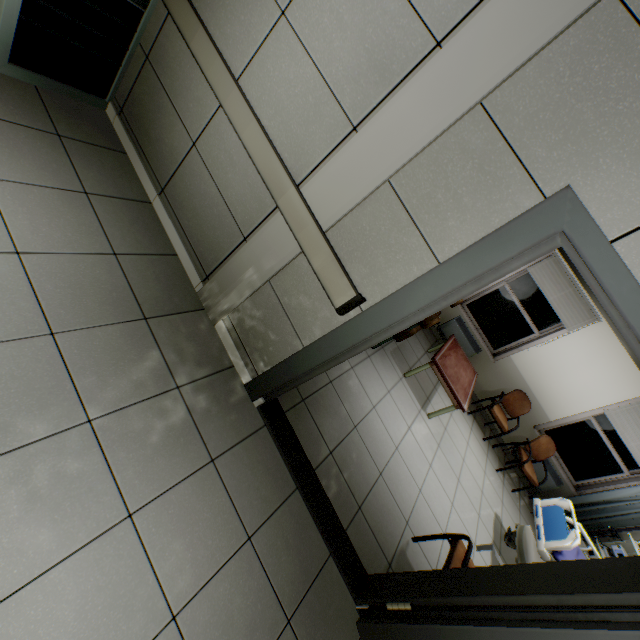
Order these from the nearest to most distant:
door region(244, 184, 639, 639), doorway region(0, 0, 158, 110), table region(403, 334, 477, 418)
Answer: door region(244, 184, 639, 639), doorway region(0, 0, 158, 110), table region(403, 334, 477, 418)

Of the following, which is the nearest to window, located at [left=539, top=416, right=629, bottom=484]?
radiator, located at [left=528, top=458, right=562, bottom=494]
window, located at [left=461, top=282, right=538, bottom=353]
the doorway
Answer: radiator, located at [left=528, top=458, right=562, bottom=494]

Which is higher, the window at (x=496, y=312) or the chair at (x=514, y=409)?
the window at (x=496, y=312)

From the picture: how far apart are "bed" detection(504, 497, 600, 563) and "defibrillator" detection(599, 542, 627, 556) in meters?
1.7 m

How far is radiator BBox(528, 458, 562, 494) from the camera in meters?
5.8

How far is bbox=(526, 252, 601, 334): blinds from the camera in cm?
522

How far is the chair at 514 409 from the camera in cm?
548

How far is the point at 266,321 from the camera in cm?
223
